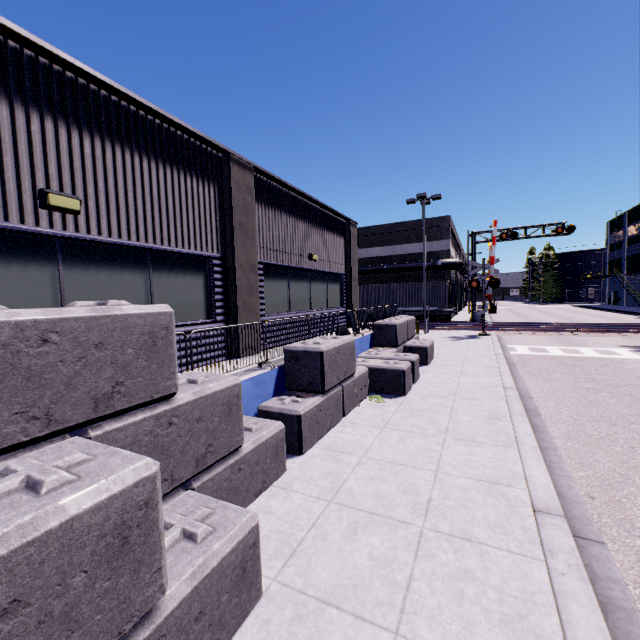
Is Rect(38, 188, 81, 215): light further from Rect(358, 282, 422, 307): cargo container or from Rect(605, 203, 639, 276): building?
Rect(358, 282, 422, 307): cargo container

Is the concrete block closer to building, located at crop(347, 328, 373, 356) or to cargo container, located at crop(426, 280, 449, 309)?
building, located at crop(347, 328, 373, 356)

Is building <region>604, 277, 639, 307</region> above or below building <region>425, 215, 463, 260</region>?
below

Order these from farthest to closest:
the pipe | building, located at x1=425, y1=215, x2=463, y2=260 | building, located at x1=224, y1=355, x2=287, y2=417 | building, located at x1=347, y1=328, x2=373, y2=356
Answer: building, located at x1=425, y1=215, x2=463, y2=260 < the pipe < building, located at x1=347, y1=328, x2=373, y2=356 < building, located at x1=224, y1=355, x2=287, y2=417

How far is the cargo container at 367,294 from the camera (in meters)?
30.38

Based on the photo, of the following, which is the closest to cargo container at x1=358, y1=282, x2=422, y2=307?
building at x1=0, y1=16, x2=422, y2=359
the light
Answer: building at x1=0, y1=16, x2=422, y2=359

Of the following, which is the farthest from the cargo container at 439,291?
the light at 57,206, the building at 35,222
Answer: the light at 57,206

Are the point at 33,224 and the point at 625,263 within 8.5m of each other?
no
